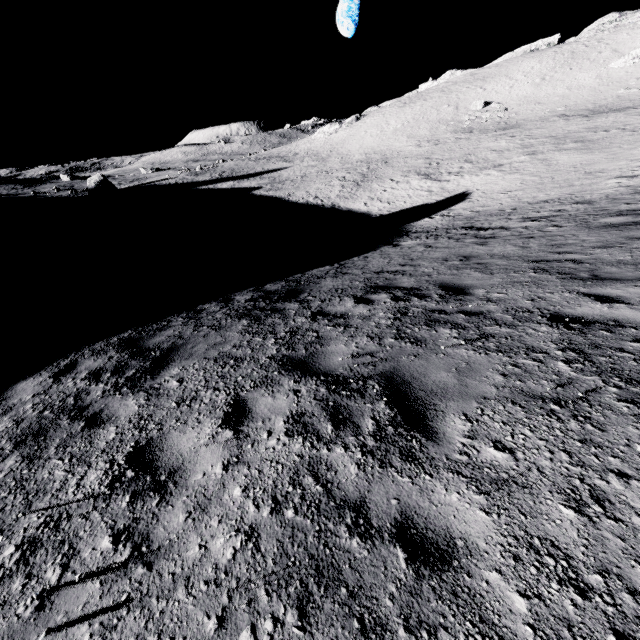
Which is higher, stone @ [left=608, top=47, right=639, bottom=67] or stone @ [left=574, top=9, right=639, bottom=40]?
stone @ [left=574, top=9, right=639, bottom=40]

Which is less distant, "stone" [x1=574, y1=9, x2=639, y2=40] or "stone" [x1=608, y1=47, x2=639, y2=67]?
"stone" [x1=608, y1=47, x2=639, y2=67]

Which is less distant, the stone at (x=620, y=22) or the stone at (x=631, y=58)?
the stone at (x=631, y=58)

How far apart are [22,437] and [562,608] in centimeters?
561cm

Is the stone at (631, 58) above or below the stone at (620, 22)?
below
